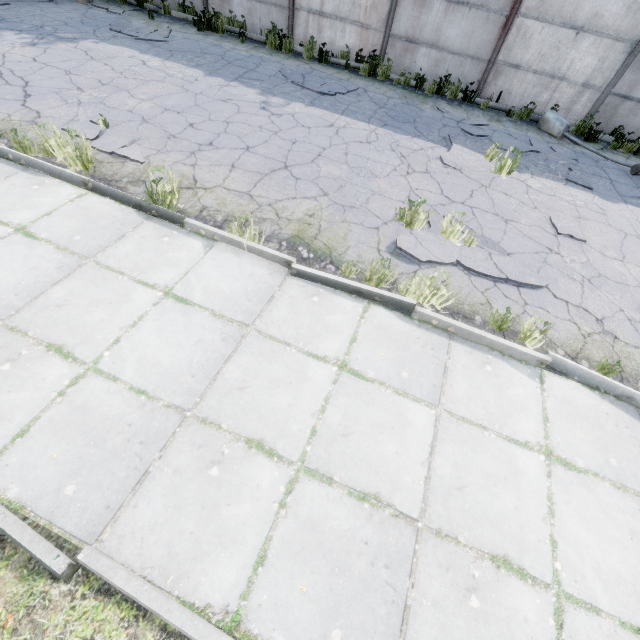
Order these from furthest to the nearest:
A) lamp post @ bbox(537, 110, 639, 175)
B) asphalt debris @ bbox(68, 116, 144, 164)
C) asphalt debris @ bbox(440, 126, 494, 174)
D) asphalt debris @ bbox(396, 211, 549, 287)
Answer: lamp post @ bbox(537, 110, 639, 175), asphalt debris @ bbox(440, 126, 494, 174), asphalt debris @ bbox(68, 116, 144, 164), asphalt debris @ bbox(396, 211, 549, 287)

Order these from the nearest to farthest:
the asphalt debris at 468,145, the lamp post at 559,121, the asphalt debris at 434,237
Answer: the asphalt debris at 434,237, the asphalt debris at 468,145, the lamp post at 559,121

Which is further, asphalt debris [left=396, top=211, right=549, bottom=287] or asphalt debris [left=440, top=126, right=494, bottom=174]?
asphalt debris [left=440, top=126, right=494, bottom=174]

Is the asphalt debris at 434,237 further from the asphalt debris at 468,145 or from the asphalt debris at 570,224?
the asphalt debris at 468,145

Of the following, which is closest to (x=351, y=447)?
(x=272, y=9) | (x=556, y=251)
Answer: (x=556, y=251)

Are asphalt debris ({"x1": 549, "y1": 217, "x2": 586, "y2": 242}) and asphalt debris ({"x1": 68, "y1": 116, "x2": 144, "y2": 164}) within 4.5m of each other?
no

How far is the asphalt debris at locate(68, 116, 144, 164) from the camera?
4.89m

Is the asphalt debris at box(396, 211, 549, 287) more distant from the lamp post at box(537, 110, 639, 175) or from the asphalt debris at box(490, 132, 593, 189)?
the lamp post at box(537, 110, 639, 175)
